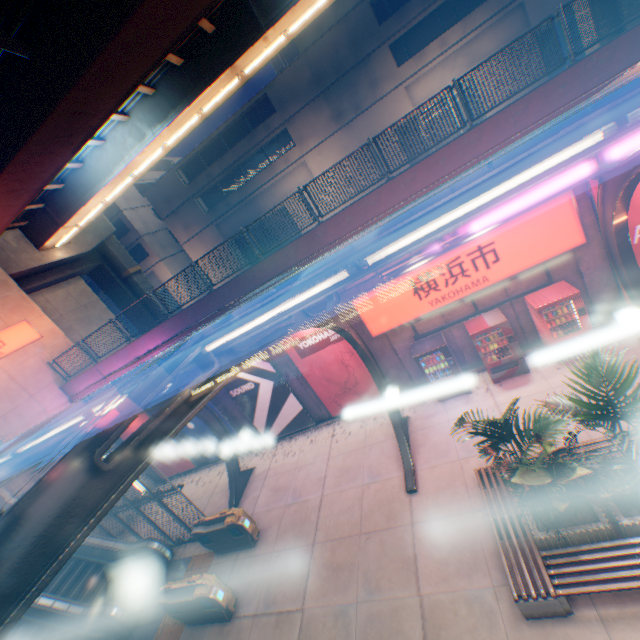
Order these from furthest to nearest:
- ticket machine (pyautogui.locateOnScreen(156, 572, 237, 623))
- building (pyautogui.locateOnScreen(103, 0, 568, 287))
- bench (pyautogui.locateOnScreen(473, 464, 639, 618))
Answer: building (pyautogui.locateOnScreen(103, 0, 568, 287))
ticket machine (pyautogui.locateOnScreen(156, 572, 237, 623))
bench (pyautogui.locateOnScreen(473, 464, 639, 618))

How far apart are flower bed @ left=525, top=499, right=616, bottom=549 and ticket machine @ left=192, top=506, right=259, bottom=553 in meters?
7.6

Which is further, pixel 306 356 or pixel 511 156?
pixel 306 356

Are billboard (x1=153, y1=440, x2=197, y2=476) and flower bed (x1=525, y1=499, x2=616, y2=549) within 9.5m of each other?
no

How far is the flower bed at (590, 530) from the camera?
5.4m

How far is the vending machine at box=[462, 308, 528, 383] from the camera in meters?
9.6

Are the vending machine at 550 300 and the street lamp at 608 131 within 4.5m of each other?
no

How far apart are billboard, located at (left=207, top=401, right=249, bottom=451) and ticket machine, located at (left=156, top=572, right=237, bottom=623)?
5.94m
